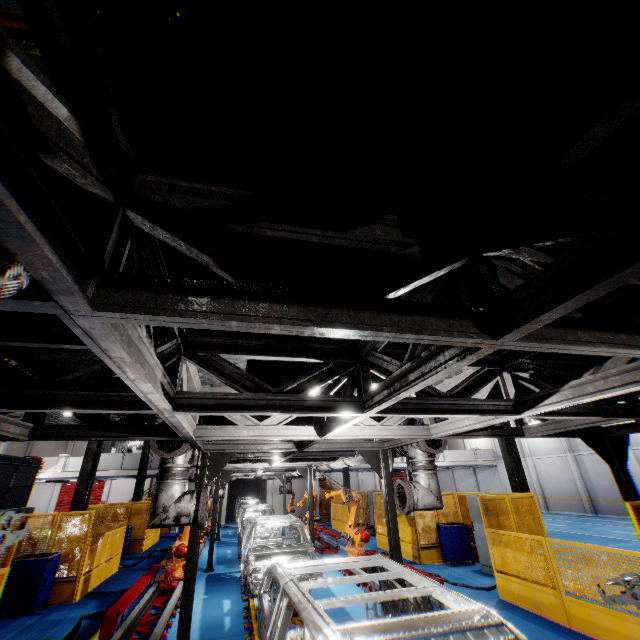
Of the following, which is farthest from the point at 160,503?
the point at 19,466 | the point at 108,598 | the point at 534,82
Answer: the point at 19,466

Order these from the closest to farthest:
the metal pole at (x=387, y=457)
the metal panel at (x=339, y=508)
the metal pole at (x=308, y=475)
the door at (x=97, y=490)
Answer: the metal pole at (x=387, y=457), the metal pole at (x=308, y=475), the metal panel at (x=339, y=508), the door at (x=97, y=490)

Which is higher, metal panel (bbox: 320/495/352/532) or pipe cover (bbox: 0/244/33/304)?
pipe cover (bbox: 0/244/33/304)

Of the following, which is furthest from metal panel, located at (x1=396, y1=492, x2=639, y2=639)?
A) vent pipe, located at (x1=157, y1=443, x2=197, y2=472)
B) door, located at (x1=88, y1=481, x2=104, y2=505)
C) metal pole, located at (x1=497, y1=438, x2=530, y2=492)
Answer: door, located at (x1=88, y1=481, x2=104, y2=505)

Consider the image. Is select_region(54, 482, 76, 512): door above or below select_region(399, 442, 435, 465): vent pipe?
below

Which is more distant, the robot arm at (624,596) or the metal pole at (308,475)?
the metal pole at (308,475)

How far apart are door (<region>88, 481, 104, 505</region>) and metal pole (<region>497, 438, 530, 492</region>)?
36.9 meters

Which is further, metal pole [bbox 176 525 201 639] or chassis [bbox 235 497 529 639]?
metal pole [bbox 176 525 201 639]
